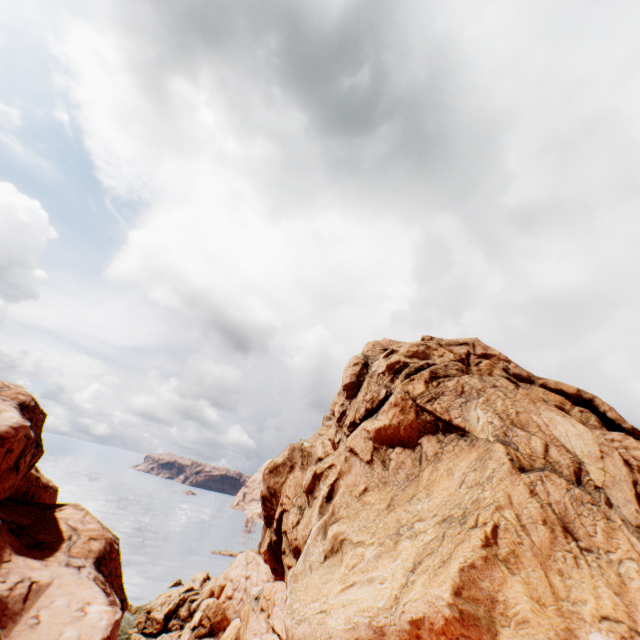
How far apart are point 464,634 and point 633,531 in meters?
11.2 m

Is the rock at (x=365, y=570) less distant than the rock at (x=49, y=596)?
Yes

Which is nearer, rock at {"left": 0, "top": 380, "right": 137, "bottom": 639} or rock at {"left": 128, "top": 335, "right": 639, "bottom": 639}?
rock at {"left": 128, "top": 335, "right": 639, "bottom": 639}
